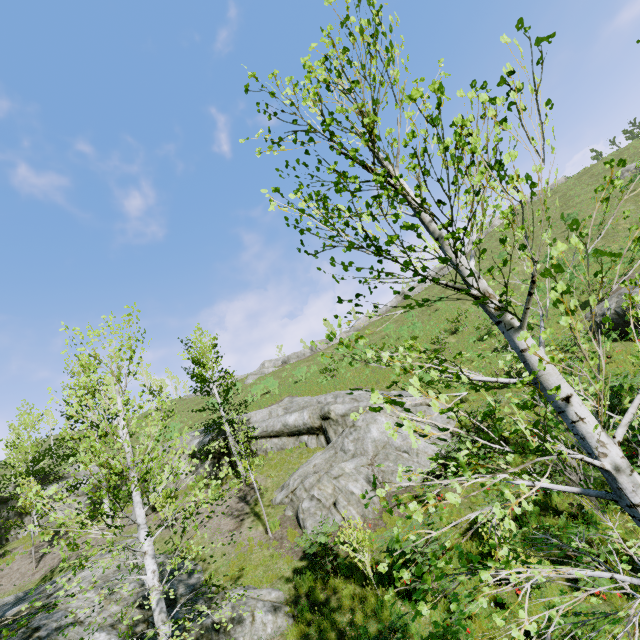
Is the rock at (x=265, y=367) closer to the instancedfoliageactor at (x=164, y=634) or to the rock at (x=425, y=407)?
the rock at (x=425, y=407)

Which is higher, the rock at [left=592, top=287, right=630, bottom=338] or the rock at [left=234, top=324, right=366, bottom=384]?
the rock at [left=234, top=324, right=366, bottom=384]

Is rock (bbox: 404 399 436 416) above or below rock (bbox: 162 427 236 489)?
below

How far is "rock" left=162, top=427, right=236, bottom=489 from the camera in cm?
1888

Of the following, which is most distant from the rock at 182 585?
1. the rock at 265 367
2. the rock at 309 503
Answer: the rock at 265 367

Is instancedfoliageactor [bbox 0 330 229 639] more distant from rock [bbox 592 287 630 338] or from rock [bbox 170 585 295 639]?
rock [bbox 592 287 630 338]

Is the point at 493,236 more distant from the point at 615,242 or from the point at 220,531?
the point at 220,531

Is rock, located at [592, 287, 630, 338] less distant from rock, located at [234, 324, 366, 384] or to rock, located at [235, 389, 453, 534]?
rock, located at [235, 389, 453, 534]
